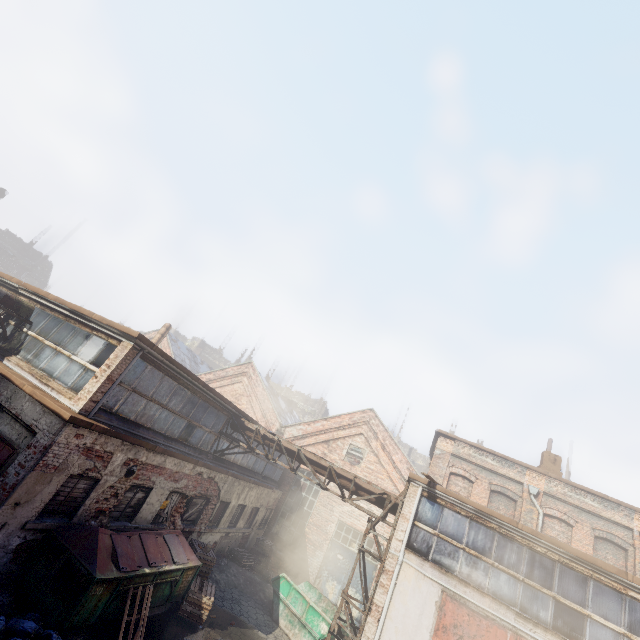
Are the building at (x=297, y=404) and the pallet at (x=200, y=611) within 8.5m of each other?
no

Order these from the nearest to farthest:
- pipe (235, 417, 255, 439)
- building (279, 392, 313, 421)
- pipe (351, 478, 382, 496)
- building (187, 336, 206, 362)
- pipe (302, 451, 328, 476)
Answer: pipe (351, 478, 382, 496)
pipe (302, 451, 328, 476)
pipe (235, 417, 255, 439)
building (187, 336, 206, 362)
building (279, 392, 313, 421)

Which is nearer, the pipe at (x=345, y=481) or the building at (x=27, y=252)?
the pipe at (x=345, y=481)

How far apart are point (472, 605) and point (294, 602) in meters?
7.5 m

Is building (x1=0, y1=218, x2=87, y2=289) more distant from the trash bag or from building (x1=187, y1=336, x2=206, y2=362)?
the trash bag

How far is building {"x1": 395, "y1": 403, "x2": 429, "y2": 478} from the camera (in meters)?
52.76

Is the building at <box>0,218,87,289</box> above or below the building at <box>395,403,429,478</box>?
below

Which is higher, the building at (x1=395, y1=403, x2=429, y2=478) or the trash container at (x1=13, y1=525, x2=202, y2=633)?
the building at (x1=395, y1=403, x2=429, y2=478)
